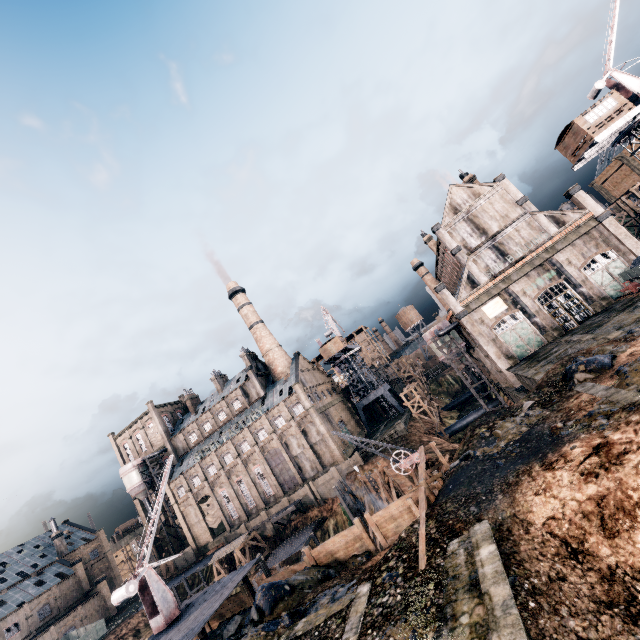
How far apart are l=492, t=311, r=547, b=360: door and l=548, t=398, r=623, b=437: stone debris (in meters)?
24.20

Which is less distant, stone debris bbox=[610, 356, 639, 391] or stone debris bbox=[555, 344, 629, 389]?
stone debris bbox=[610, 356, 639, 391]

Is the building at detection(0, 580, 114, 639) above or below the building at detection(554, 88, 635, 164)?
below

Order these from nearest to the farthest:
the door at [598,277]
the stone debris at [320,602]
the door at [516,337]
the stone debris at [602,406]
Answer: the stone debris at [602,406], the stone debris at [320,602], the door at [598,277], the door at [516,337]

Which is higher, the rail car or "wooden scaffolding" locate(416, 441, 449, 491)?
the rail car

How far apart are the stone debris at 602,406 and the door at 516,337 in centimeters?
2420cm

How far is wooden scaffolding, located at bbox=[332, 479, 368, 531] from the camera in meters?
40.7

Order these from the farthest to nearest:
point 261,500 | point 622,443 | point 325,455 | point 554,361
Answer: point 261,500 → point 325,455 → point 554,361 → point 622,443
